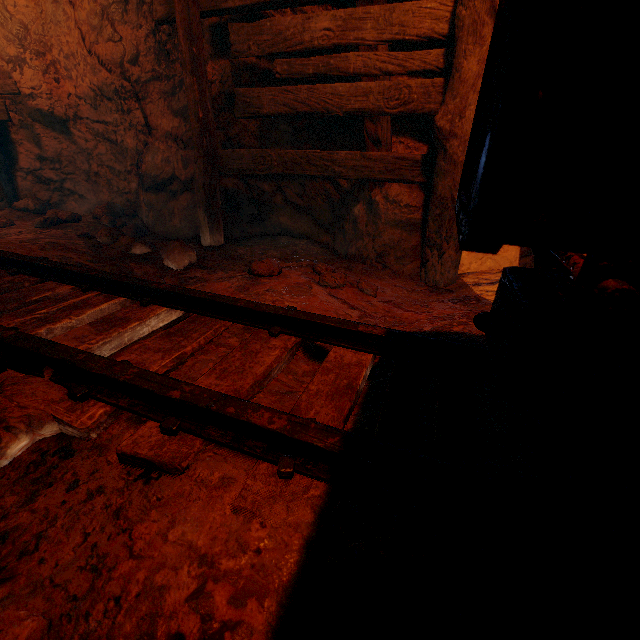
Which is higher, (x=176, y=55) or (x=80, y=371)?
(x=176, y=55)

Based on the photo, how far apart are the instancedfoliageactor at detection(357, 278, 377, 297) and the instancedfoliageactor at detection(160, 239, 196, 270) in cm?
127

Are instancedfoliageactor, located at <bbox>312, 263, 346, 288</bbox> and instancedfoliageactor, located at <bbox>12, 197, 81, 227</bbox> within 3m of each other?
no

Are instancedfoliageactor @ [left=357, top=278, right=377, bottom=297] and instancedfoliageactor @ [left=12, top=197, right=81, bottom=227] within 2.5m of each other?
no

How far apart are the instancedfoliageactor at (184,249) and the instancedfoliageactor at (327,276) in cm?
127

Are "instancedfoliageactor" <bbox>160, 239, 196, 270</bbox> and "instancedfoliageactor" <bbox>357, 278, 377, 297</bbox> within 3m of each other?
yes

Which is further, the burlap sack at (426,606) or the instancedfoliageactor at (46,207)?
the instancedfoliageactor at (46,207)

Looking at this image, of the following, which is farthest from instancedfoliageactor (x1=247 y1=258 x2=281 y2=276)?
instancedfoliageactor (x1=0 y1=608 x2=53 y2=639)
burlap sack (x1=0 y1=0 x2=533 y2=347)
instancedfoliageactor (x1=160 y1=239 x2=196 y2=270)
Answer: instancedfoliageactor (x1=0 y1=608 x2=53 y2=639)
